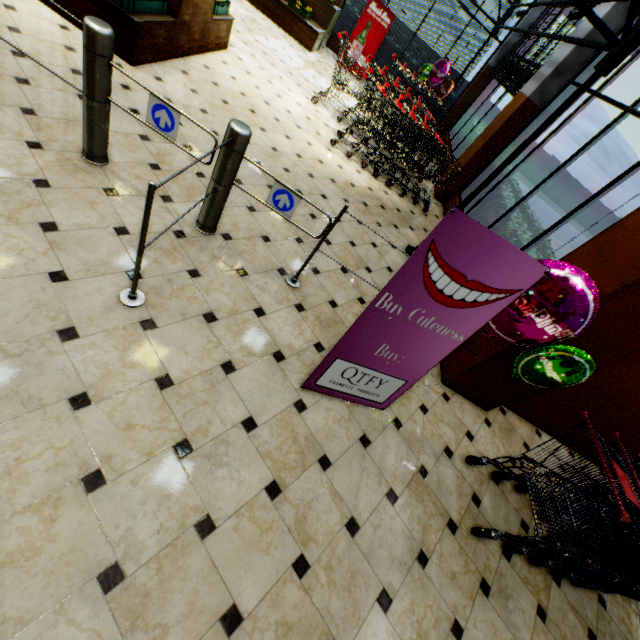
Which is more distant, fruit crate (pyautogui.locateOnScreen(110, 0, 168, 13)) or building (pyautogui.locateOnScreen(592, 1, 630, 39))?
building (pyautogui.locateOnScreen(592, 1, 630, 39))

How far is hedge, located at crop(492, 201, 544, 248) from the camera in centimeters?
457cm

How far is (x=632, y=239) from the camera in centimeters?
250cm

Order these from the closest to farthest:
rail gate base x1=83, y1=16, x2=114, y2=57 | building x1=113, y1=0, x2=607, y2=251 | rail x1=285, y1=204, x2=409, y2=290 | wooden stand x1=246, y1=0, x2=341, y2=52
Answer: rail gate base x1=83, y1=16, x2=114, y2=57 → rail x1=285, y1=204, x2=409, y2=290 → building x1=113, y1=0, x2=607, y2=251 → wooden stand x1=246, y1=0, x2=341, y2=52

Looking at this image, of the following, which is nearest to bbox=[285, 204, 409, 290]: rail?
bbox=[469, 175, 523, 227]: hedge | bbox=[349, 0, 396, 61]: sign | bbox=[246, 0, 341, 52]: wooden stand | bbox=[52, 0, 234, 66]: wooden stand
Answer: bbox=[469, 175, 523, 227]: hedge

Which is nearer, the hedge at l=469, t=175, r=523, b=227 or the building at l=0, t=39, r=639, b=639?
the building at l=0, t=39, r=639, b=639

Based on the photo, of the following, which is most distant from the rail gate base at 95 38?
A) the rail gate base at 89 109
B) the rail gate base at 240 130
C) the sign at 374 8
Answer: the sign at 374 8

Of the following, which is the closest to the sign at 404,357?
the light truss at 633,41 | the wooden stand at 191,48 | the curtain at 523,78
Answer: the light truss at 633,41
